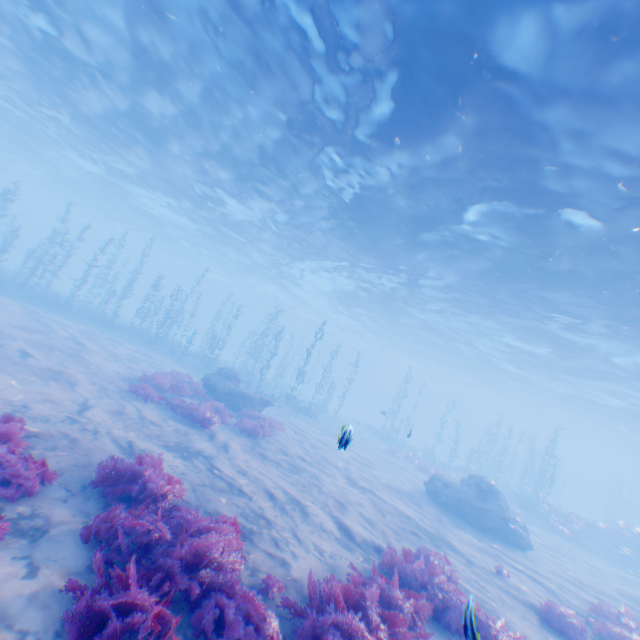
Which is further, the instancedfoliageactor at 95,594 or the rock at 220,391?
the rock at 220,391

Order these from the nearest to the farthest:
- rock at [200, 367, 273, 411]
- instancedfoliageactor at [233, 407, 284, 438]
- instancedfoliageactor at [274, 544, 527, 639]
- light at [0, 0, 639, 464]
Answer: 1. instancedfoliageactor at [274, 544, 527, 639]
2. light at [0, 0, 639, 464]
3. instancedfoliageactor at [233, 407, 284, 438]
4. rock at [200, 367, 273, 411]

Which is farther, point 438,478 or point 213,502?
point 438,478

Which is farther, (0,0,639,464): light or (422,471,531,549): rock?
(422,471,531,549): rock

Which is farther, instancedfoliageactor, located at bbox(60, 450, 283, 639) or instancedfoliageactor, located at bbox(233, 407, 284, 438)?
instancedfoliageactor, located at bbox(233, 407, 284, 438)

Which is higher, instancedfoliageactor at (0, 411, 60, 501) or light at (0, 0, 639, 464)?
light at (0, 0, 639, 464)

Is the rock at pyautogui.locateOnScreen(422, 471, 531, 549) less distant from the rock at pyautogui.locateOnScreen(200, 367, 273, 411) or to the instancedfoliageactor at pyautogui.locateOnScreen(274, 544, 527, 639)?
the instancedfoliageactor at pyautogui.locateOnScreen(274, 544, 527, 639)
